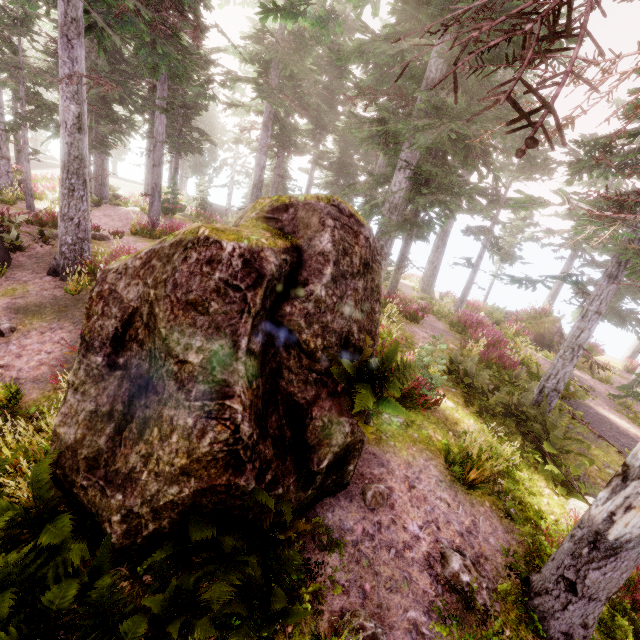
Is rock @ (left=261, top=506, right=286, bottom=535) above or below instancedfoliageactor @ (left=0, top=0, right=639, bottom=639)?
below

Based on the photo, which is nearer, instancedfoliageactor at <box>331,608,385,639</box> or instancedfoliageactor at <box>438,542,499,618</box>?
instancedfoliageactor at <box>331,608,385,639</box>

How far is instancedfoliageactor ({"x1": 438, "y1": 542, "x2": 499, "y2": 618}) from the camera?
4.3 meters

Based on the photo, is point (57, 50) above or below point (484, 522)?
above

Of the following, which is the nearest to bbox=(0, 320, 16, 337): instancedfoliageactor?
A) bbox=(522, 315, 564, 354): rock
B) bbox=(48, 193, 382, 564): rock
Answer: bbox=(48, 193, 382, 564): rock

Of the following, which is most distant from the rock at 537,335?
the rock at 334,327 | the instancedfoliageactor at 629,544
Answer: the rock at 334,327

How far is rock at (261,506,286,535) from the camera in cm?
435
